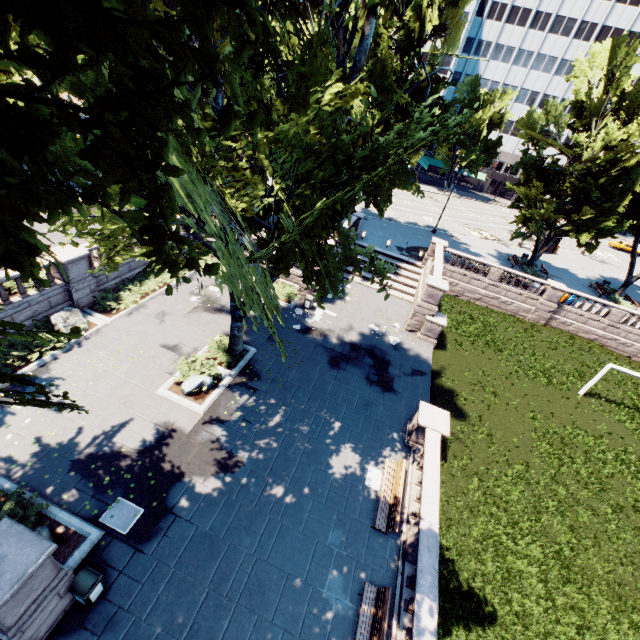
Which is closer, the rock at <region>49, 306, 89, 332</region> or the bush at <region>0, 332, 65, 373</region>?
the bush at <region>0, 332, 65, 373</region>

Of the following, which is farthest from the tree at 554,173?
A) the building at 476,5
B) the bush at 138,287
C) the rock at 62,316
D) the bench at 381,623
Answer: the bench at 381,623

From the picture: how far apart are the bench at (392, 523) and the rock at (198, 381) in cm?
859

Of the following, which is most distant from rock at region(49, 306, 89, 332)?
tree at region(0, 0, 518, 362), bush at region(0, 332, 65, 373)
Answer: tree at region(0, 0, 518, 362)

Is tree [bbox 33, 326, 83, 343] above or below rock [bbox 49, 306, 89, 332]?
above

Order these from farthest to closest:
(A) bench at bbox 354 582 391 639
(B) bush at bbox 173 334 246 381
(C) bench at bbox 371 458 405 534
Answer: (B) bush at bbox 173 334 246 381 < (C) bench at bbox 371 458 405 534 < (A) bench at bbox 354 582 391 639

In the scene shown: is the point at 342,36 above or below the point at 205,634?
above

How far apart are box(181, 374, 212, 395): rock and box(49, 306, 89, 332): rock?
6.1 meters
